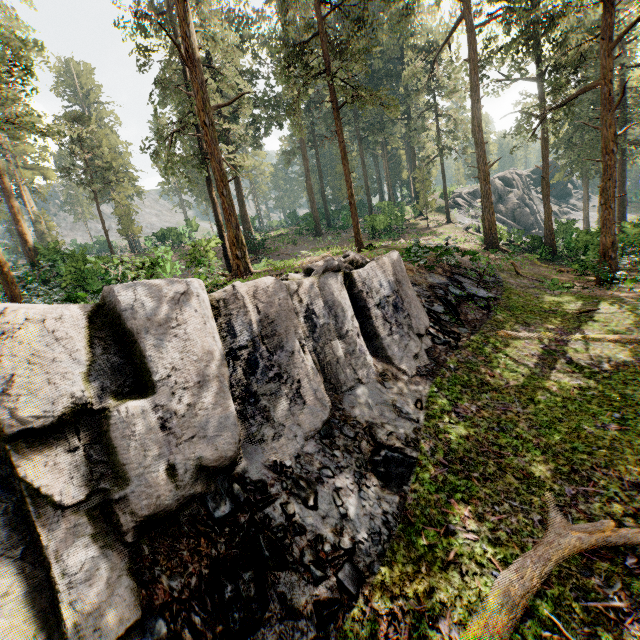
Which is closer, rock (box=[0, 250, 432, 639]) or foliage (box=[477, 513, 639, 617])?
rock (box=[0, 250, 432, 639])

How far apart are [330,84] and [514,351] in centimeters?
1646cm

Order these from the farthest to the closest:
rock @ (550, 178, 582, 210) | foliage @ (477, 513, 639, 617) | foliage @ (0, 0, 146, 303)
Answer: rock @ (550, 178, 582, 210) < foliage @ (0, 0, 146, 303) < foliage @ (477, 513, 639, 617)

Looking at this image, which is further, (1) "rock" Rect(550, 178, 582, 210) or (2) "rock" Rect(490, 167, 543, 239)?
(1) "rock" Rect(550, 178, 582, 210)

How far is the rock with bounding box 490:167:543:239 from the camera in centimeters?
4419cm

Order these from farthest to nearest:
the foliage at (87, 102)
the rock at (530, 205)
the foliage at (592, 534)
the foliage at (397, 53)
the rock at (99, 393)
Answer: the rock at (530, 205) → the foliage at (397, 53) → the foliage at (87, 102) → the foliage at (592, 534) → the rock at (99, 393)

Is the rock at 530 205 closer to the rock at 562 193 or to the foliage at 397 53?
the foliage at 397 53

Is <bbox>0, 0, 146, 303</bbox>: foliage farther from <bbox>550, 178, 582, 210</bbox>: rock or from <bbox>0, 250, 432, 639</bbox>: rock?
<bbox>550, 178, 582, 210</bbox>: rock
